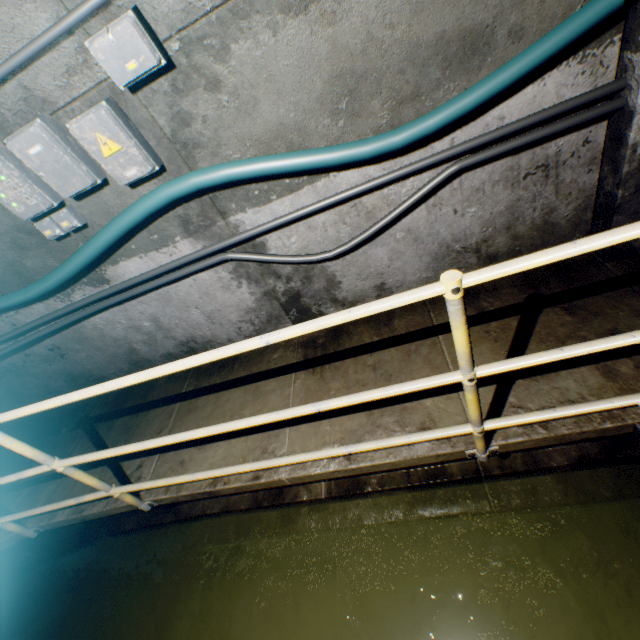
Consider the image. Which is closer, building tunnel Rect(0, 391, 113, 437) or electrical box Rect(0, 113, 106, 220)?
electrical box Rect(0, 113, 106, 220)

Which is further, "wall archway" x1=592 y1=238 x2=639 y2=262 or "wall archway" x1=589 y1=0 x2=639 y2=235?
"wall archway" x1=592 y1=238 x2=639 y2=262

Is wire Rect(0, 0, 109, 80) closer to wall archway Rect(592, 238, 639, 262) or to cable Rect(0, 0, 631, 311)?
cable Rect(0, 0, 631, 311)

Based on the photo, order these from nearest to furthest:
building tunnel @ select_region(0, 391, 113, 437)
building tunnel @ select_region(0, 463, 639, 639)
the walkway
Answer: the walkway, building tunnel @ select_region(0, 463, 639, 639), building tunnel @ select_region(0, 391, 113, 437)

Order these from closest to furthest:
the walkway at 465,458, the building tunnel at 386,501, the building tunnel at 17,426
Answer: the walkway at 465,458 → the building tunnel at 386,501 → the building tunnel at 17,426

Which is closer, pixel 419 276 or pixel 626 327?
pixel 626 327

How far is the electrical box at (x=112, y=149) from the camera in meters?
1.8 m

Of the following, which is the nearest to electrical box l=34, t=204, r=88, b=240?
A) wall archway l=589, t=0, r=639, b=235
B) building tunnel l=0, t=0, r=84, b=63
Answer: building tunnel l=0, t=0, r=84, b=63
